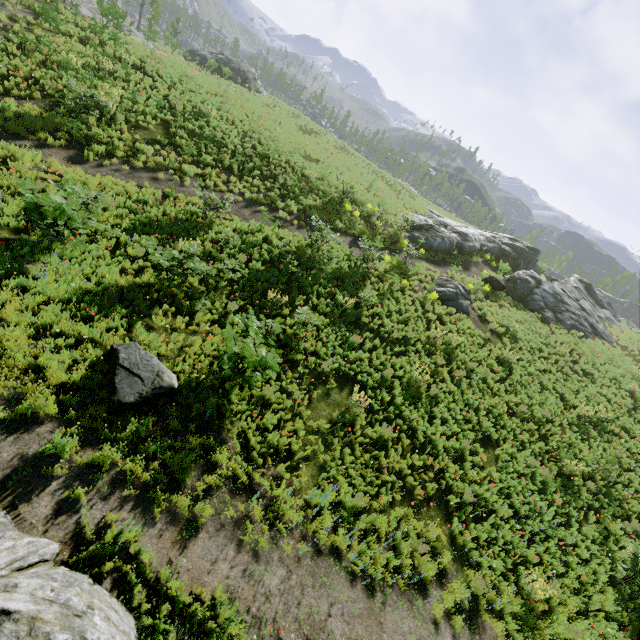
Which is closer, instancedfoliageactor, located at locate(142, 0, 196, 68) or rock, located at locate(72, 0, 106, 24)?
rock, located at locate(72, 0, 106, 24)

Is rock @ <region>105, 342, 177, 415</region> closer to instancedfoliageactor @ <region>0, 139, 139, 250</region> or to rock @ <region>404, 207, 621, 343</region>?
instancedfoliageactor @ <region>0, 139, 139, 250</region>

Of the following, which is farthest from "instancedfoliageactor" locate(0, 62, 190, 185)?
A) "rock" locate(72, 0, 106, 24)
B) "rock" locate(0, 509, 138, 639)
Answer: "rock" locate(0, 509, 138, 639)

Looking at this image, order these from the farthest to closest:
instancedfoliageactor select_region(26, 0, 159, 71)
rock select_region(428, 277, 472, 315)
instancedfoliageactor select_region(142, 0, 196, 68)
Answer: instancedfoliageactor select_region(142, 0, 196, 68), rock select_region(428, 277, 472, 315), instancedfoliageactor select_region(26, 0, 159, 71)

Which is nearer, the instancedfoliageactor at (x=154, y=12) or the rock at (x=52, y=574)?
the rock at (x=52, y=574)

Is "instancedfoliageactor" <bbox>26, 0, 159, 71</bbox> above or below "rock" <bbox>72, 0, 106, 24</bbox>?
above

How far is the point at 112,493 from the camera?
5.65m

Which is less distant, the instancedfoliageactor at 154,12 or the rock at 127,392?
the rock at 127,392
